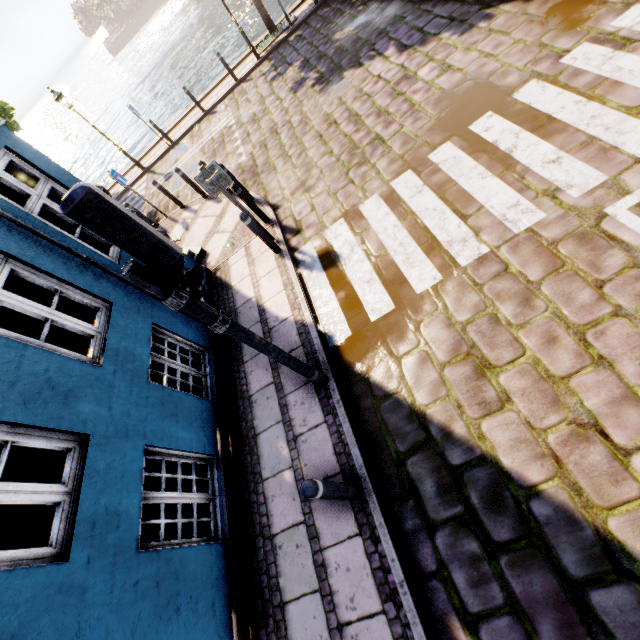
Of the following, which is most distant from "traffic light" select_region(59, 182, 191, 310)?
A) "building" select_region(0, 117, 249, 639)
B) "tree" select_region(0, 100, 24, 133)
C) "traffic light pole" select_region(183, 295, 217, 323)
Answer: "tree" select_region(0, 100, 24, 133)

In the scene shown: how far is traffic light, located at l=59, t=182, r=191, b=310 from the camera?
2.0 meters

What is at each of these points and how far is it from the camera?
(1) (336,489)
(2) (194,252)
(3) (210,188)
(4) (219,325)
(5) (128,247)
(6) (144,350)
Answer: (1) bollard, 3.2m
(2) building, 8.1m
(3) sign, 5.7m
(4) pedestrian light, 3.0m
(5) traffic light, 2.3m
(6) building, 4.7m

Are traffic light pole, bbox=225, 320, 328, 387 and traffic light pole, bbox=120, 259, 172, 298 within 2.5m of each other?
yes

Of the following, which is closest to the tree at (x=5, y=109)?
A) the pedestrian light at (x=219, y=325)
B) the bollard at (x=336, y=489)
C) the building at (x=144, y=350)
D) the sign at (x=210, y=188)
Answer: the building at (x=144, y=350)

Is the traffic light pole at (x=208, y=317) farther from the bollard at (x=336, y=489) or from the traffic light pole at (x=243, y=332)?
the bollard at (x=336, y=489)

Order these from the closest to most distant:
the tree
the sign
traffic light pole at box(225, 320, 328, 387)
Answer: traffic light pole at box(225, 320, 328, 387), the sign, the tree

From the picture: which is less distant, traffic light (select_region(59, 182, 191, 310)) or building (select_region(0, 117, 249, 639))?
traffic light (select_region(59, 182, 191, 310))
